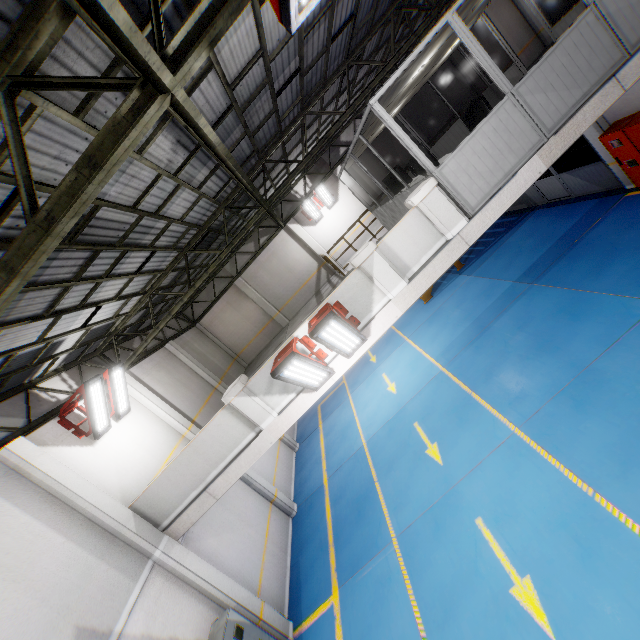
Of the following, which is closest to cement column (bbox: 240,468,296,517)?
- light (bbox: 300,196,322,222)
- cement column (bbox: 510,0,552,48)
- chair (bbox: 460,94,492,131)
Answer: light (bbox: 300,196,322,222)

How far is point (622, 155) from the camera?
9.27m

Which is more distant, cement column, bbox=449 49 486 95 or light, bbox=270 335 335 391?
cement column, bbox=449 49 486 95

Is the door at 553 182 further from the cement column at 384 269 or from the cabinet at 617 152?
the cement column at 384 269

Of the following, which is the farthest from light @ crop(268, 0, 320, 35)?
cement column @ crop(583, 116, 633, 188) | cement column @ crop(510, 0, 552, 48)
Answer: cement column @ crop(510, 0, 552, 48)

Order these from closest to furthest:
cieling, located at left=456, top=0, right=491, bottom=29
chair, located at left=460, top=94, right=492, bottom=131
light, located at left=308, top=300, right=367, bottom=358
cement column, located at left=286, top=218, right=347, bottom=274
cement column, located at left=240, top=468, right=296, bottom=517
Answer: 1. light, located at left=308, top=300, right=367, bottom=358
2. cieling, located at left=456, top=0, right=491, bottom=29
3. chair, located at left=460, top=94, right=492, bottom=131
4. cement column, located at left=240, top=468, right=296, bottom=517
5. cement column, located at left=286, top=218, right=347, bottom=274

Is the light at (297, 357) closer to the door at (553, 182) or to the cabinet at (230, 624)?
the cabinet at (230, 624)

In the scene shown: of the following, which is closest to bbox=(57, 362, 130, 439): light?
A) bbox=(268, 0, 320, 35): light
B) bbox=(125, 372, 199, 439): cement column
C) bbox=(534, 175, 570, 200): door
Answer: bbox=(125, 372, 199, 439): cement column
